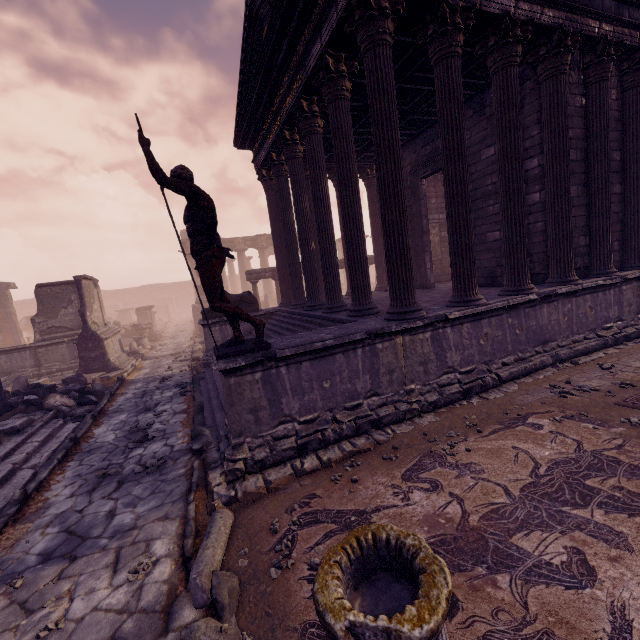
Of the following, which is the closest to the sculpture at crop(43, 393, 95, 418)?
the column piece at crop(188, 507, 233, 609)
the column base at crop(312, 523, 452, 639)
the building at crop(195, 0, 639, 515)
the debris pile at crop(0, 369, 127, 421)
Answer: the debris pile at crop(0, 369, 127, 421)

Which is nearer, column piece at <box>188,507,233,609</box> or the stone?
column piece at <box>188,507,233,609</box>

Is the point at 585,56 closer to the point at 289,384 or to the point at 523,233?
the point at 523,233

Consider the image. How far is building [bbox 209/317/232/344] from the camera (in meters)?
10.87

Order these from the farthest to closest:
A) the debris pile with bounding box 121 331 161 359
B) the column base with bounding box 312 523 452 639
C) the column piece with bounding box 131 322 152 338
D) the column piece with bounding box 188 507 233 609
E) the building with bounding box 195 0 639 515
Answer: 1. the column piece with bounding box 131 322 152 338
2. the debris pile with bounding box 121 331 161 359
3. the building with bounding box 195 0 639 515
4. the column piece with bounding box 188 507 233 609
5. the column base with bounding box 312 523 452 639

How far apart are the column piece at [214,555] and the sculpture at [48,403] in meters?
6.4

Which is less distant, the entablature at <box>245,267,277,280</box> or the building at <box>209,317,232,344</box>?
the building at <box>209,317,232,344</box>

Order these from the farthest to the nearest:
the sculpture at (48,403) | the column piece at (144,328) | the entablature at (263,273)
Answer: the column piece at (144,328)
the entablature at (263,273)
the sculpture at (48,403)
